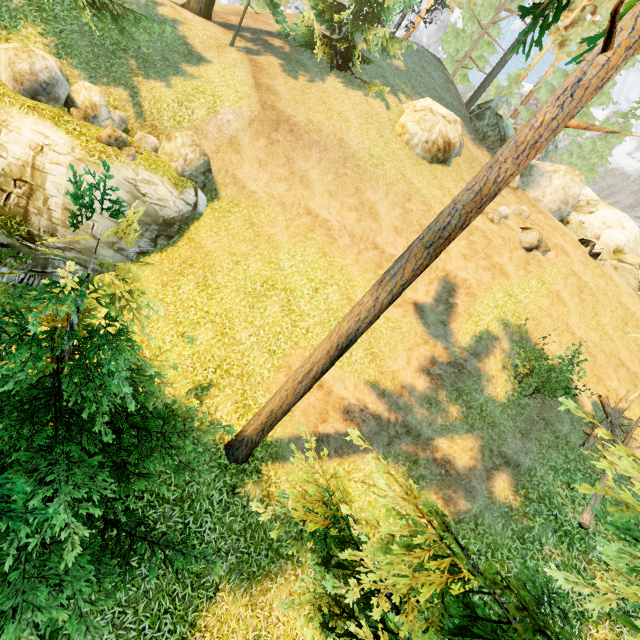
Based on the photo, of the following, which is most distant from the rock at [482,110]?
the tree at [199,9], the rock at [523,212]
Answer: the rock at [523,212]

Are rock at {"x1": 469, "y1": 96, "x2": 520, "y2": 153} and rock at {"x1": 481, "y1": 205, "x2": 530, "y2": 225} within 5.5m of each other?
no

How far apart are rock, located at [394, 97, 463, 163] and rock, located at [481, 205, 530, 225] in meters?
3.9

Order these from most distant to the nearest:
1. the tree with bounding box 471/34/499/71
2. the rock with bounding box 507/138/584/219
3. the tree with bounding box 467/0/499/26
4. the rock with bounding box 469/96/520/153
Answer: the tree with bounding box 471/34/499/71 < the tree with bounding box 467/0/499/26 < the rock with bounding box 507/138/584/219 < the rock with bounding box 469/96/520/153

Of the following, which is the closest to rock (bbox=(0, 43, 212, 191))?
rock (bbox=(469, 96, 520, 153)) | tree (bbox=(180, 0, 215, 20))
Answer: tree (bbox=(180, 0, 215, 20))

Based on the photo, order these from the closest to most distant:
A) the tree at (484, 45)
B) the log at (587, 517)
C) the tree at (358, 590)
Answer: the tree at (358, 590), the log at (587, 517), the tree at (484, 45)

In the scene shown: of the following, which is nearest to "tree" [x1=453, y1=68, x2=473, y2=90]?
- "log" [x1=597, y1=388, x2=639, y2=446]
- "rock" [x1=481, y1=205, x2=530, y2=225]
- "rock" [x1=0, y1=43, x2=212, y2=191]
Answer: "log" [x1=597, y1=388, x2=639, y2=446]

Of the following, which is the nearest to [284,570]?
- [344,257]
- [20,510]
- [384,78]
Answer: [20,510]
